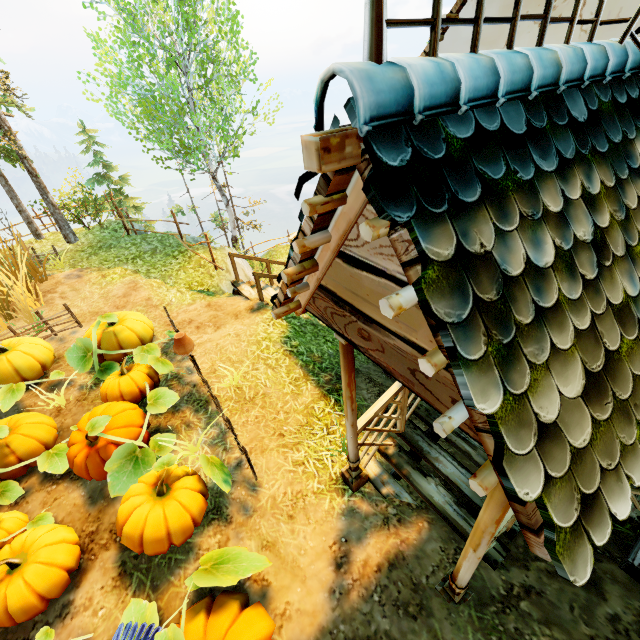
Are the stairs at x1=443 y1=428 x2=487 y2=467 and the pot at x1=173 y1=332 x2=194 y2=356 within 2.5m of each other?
no

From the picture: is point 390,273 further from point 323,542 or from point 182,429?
point 182,429

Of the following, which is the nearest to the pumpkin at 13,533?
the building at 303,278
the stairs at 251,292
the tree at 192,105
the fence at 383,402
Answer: the fence at 383,402

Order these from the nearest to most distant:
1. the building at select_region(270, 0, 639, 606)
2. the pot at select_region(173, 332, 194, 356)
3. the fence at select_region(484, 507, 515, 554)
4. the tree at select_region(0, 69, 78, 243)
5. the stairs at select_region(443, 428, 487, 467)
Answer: the building at select_region(270, 0, 639, 606) → the fence at select_region(484, 507, 515, 554) → the stairs at select_region(443, 428, 487, 467) → the pot at select_region(173, 332, 194, 356) → the tree at select_region(0, 69, 78, 243)

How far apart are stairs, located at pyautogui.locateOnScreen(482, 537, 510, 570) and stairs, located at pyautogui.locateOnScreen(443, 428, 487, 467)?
0.1 meters

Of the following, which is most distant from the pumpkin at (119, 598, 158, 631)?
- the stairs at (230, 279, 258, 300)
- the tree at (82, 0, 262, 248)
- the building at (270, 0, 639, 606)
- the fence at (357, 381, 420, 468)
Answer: the tree at (82, 0, 262, 248)

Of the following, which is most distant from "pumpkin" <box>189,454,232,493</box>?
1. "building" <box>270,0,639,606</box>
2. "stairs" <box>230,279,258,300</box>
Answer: "stairs" <box>230,279,258,300</box>

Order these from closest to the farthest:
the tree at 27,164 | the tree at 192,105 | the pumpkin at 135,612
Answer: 1. the pumpkin at 135,612
2. the tree at 27,164
3. the tree at 192,105
